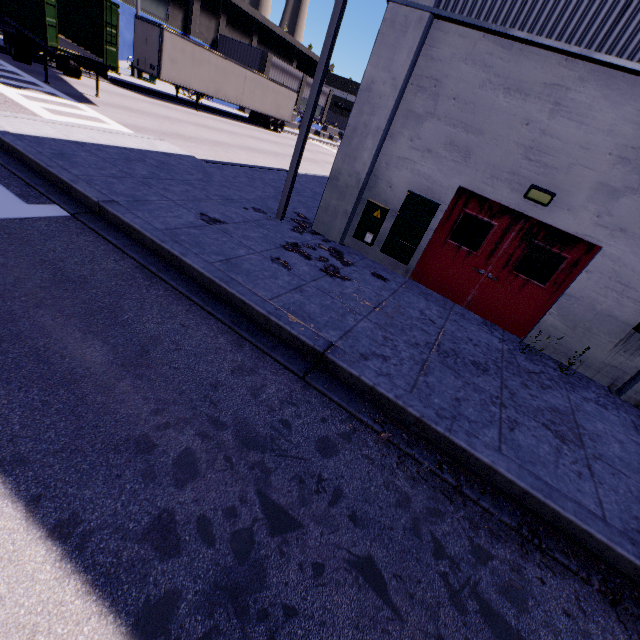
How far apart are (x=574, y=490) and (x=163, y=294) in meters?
6.0 m

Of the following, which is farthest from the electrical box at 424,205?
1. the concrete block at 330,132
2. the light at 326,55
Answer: the concrete block at 330,132

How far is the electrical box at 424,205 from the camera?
7.3 meters

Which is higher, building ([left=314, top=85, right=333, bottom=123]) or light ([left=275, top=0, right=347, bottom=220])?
building ([left=314, top=85, right=333, bottom=123])

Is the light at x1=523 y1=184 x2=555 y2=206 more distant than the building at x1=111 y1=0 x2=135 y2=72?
No

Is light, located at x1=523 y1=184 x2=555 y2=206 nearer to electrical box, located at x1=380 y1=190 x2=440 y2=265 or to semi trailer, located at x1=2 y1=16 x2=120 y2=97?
electrical box, located at x1=380 y1=190 x2=440 y2=265

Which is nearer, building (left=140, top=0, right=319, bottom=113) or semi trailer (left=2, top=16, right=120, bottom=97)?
semi trailer (left=2, top=16, right=120, bottom=97)

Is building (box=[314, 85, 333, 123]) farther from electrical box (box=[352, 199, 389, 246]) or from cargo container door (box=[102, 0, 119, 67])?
cargo container door (box=[102, 0, 119, 67])
